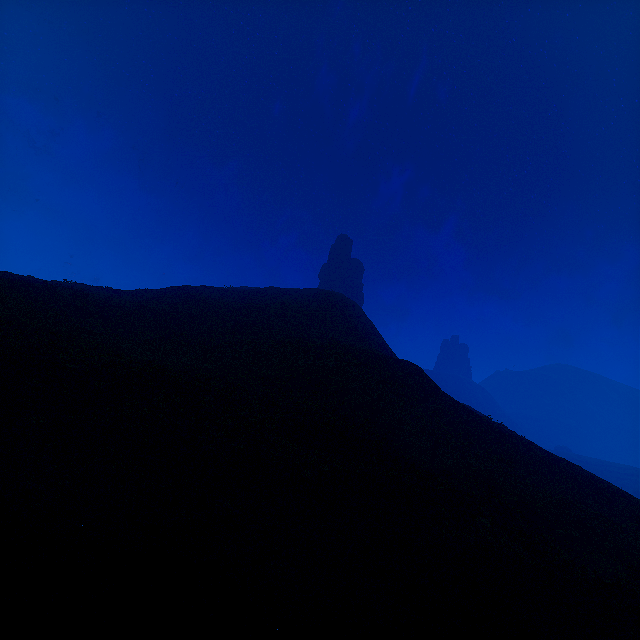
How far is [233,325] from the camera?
30.3m
